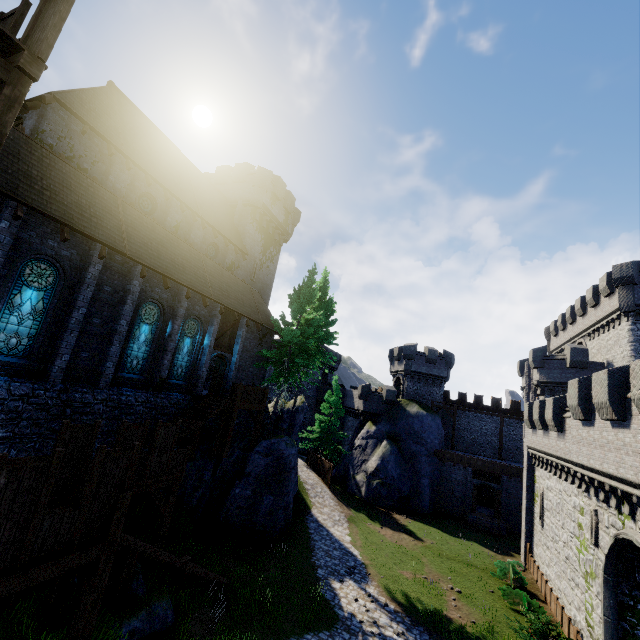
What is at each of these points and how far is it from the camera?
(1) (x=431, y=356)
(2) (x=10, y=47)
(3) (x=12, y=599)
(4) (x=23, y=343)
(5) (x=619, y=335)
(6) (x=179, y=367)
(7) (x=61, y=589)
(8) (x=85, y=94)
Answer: (1) building tower, 40.19m
(2) walkway, 5.58m
(3) stairs, 8.33m
(4) window glass, 11.76m
(5) building tower, 26.14m
(6) window glass, 18.61m
(7) stairs, 8.07m
(8) building, 16.34m

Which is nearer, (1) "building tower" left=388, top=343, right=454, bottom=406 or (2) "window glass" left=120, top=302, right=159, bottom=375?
(2) "window glass" left=120, top=302, right=159, bottom=375

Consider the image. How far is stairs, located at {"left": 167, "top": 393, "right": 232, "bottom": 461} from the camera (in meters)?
15.89

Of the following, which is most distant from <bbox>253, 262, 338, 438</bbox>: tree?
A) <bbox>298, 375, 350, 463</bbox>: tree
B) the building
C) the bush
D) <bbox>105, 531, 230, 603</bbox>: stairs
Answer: the bush

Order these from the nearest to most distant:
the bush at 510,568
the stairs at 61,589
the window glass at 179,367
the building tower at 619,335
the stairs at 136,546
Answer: the stairs at 61,589 → the stairs at 136,546 → the bush at 510,568 → the window glass at 179,367 → the building tower at 619,335

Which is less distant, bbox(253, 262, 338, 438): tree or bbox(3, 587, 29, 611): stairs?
bbox(3, 587, 29, 611): stairs

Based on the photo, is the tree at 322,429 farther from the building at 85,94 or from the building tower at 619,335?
the building tower at 619,335

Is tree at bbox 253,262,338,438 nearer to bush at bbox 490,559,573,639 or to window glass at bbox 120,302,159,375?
window glass at bbox 120,302,159,375
